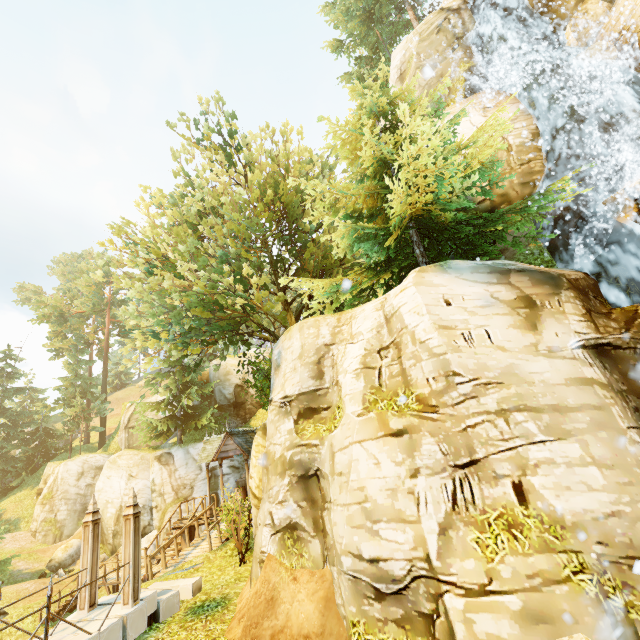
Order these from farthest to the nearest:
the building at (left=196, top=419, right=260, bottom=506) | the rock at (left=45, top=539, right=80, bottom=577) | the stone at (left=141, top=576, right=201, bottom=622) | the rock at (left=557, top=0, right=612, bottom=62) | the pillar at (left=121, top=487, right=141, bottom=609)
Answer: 1. the rock at (left=45, top=539, right=80, bottom=577)
2. the building at (left=196, top=419, right=260, bottom=506)
3. the rock at (left=557, top=0, right=612, bottom=62)
4. the stone at (left=141, top=576, right=201, bottom=622)
5. the pillar at (left=121, top=487, right=141, bottom=609)

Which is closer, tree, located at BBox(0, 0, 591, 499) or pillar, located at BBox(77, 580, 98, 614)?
pillar, located at BBox(77, 580, 98, 614)

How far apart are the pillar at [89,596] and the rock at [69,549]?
22.5 meters

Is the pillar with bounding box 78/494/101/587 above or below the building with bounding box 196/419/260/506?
below

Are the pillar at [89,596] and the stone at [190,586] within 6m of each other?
yes

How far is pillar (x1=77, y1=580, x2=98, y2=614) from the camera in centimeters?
835cm

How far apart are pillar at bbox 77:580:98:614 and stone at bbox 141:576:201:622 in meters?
0.9

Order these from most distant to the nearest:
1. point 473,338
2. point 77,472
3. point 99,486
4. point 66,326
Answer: point 66,326, point 77,472, point 99,486, point 473,338
